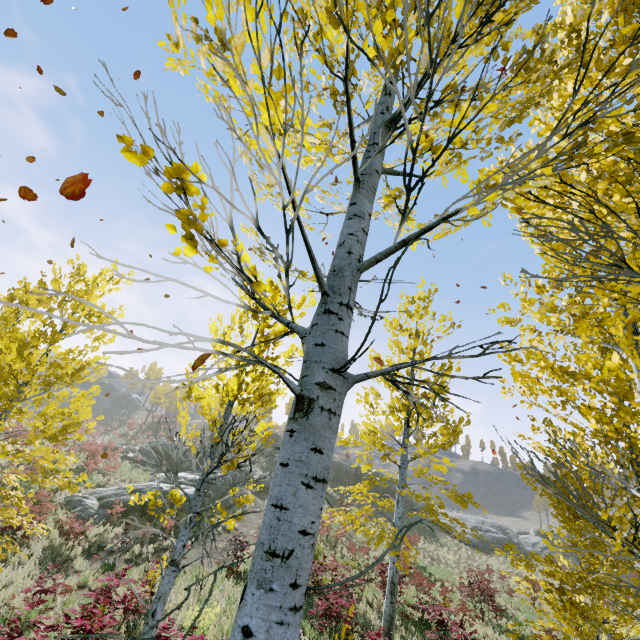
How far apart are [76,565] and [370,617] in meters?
10.6

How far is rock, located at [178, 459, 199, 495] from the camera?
21.1m

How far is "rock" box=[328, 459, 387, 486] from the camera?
40.66m

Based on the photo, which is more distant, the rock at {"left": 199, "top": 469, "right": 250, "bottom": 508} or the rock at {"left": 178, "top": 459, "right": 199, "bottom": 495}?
the rock at {"left": 178, "top": 459, "right": 199, "bottom": 495}

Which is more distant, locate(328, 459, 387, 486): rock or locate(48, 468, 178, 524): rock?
locate(328, 459, 387, 486): rock

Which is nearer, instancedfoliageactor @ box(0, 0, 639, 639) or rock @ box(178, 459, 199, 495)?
instancedfoliageactor @ box(0, 0, 639, 639)

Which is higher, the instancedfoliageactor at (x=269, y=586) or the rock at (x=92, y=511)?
the instancedfoliageactor at (x=269, y=586)

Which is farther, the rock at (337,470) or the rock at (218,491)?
the rock at (337,470)
